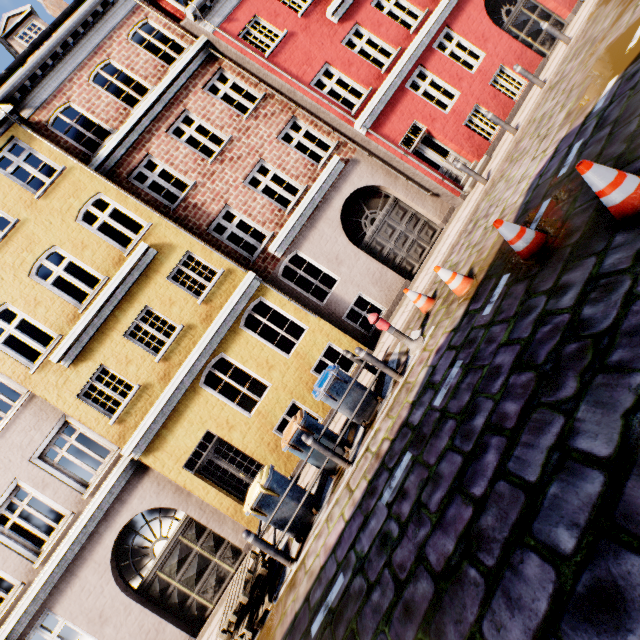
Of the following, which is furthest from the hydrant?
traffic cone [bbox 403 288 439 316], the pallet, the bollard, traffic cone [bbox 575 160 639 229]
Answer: the pallet

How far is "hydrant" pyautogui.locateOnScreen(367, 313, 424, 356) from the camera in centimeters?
667cm

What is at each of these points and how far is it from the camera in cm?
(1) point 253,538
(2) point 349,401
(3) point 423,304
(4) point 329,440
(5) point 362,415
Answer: (1) bollard, 584
(2) trash bin, 659
(3) traffic cone, 750
(4) trash bin, 672
(5) trash bin, 662

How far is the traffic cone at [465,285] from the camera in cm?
605

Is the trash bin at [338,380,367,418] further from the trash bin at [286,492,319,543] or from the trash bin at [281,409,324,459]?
the trash bin at [286,492,319,543]

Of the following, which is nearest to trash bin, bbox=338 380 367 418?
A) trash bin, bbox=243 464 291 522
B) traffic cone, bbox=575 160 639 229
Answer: trash bin, bbox=243 464 291 522

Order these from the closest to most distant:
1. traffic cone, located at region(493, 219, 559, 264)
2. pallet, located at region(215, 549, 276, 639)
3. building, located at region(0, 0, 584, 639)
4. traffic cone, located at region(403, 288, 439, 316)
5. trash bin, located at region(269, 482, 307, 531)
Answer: traffic cone, located at region(493, 219, 559, 264), pallet, located at region(215, 549, 276, 639), trash bin, located at region(269, 482, 307, 531), traffic cone, located at region(403, 288, 439, 316), building, located at region(0, 0, 584, 639)

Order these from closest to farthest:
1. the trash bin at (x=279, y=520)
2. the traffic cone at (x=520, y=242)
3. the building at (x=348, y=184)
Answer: the traffic cone at (x=520, y=242)
the trash bin at (x=279, y=520)
the building at (x=348, y=184)
